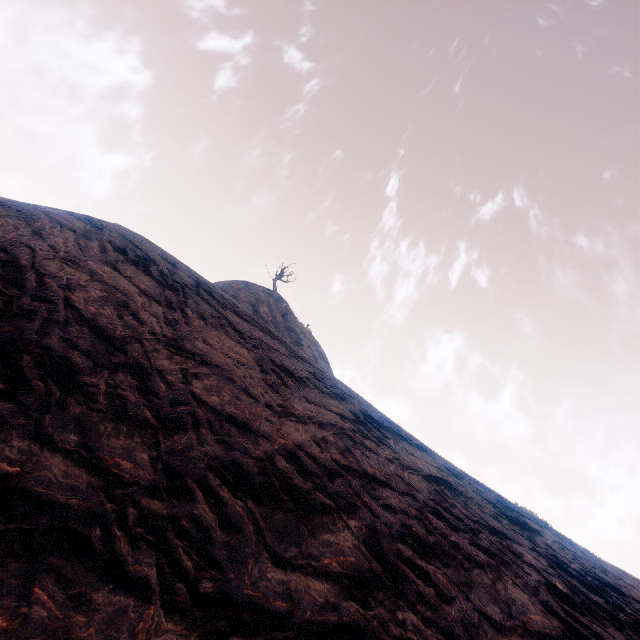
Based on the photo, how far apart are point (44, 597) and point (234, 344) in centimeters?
681cm
